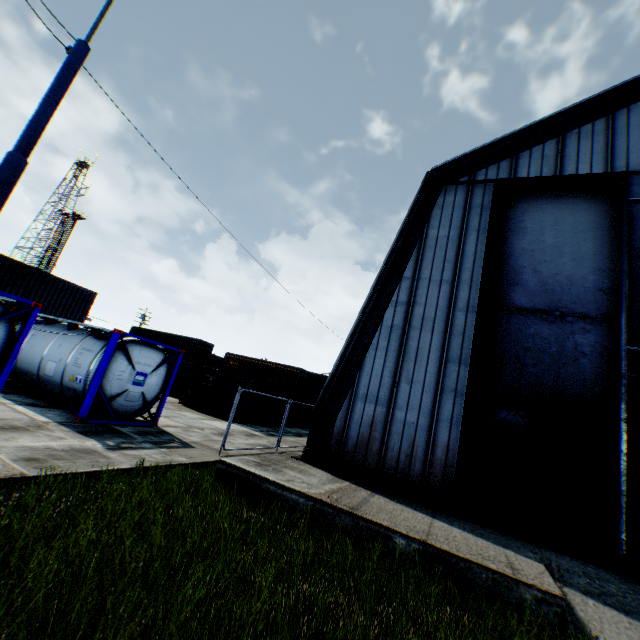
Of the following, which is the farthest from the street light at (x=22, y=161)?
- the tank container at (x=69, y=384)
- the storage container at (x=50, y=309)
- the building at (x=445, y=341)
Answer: the storage container at (x=50, y=309)

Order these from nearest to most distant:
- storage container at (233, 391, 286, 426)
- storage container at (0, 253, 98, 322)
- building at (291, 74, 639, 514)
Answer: building at (291, 74, 639, 514)
storage container at (0, 253, 98, 322)
storage container at (233, 391, 286, 426)

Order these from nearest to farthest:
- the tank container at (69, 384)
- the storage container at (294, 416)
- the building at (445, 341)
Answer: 1. the tank container at (69, 384)
2. the building at (445, 341)
3. the storage container at (294, 416)

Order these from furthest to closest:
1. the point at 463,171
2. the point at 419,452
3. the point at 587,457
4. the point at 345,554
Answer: the point at 463,171
the point at 419,452
the point at 587,457
the point at 345,554

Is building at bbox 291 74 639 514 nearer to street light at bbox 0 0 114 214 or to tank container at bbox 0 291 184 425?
tank container at bbox 0 291 184 425

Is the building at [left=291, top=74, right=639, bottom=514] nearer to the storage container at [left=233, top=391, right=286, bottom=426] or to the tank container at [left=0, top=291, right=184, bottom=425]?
the tank container at [left=0, top=291, right=184, bottom=425]

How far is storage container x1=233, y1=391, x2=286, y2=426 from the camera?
19.91m
